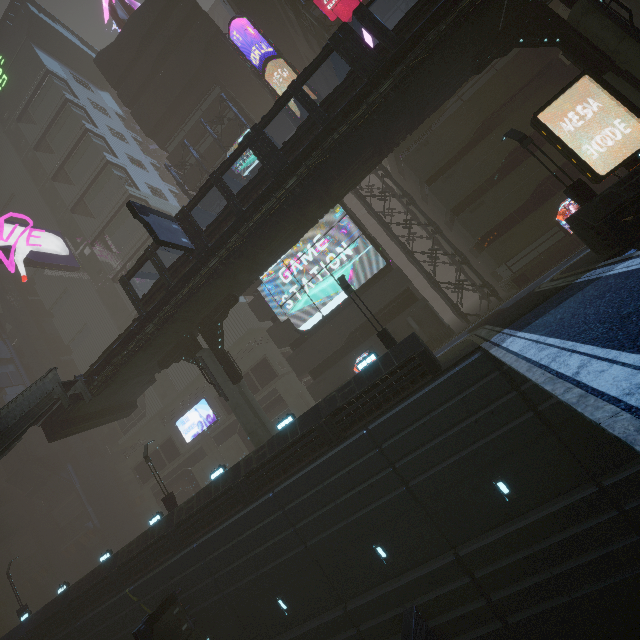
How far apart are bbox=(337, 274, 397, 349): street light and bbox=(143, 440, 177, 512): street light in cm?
1772

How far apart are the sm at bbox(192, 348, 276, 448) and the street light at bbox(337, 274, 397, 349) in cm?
938

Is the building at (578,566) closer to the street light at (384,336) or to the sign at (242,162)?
the street light at (384,336)

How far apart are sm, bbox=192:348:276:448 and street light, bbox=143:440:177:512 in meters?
7.4 m

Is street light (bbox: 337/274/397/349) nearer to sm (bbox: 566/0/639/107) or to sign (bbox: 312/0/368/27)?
sm (bbox: 566/0/639/107)

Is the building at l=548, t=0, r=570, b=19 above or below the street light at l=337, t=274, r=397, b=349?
above

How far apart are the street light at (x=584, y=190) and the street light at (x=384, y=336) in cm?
967

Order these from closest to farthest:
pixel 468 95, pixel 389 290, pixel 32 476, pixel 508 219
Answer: pixel 508 219
pixel 468 95
pixel 389 290
pixel 32 476
